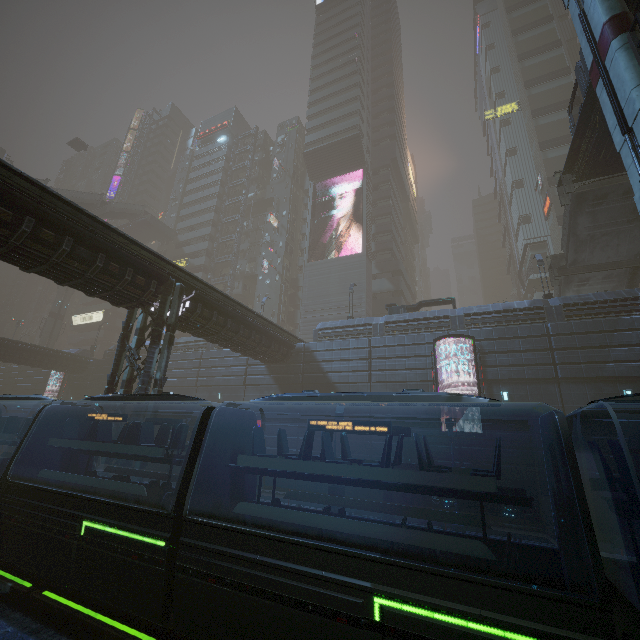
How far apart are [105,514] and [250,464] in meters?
4.7 m

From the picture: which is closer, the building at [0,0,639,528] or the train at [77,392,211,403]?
the train at [77,392,211,403]

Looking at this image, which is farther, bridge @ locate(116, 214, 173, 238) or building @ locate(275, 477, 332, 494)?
bridge @ locate(116, 214, 173, 238)

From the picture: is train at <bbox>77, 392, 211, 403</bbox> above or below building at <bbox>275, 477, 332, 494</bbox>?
above

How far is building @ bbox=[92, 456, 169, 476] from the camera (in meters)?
14.69

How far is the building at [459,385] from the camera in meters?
21.9 m

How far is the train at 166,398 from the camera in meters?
10.3
